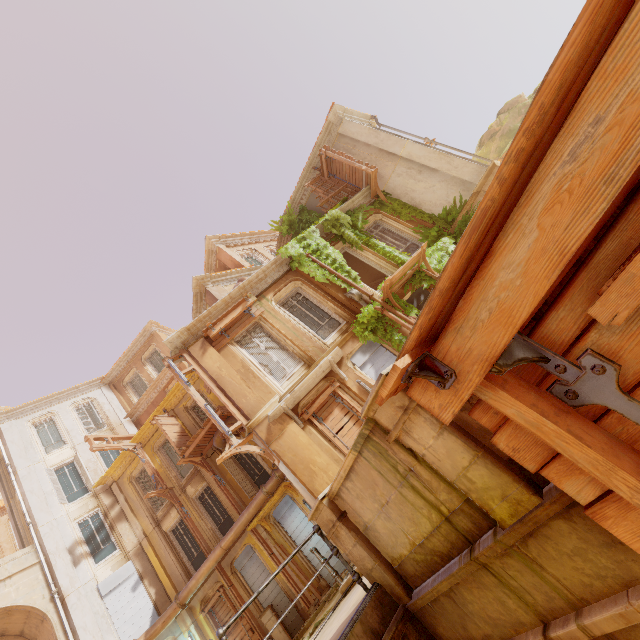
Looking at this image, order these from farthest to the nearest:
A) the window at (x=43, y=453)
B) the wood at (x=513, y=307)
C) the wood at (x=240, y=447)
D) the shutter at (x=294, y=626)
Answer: the window at (x=43, y=453) < the shutter at (x=294, y=626) < the wood at (x=240, y=447) < the wood at (x=513, y=307)

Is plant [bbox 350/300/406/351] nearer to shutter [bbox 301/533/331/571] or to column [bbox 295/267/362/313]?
column [bbox 295/267/362/313]

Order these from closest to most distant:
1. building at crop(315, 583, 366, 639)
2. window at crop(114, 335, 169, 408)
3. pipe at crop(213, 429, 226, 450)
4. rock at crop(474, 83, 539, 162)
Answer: building at crop(315, 583, 366, 639) < pipe at crop(213, 429, 226, 450) < window at crop(114, 335, 169, 408) < rock at crop(474, 83, 539, 162)

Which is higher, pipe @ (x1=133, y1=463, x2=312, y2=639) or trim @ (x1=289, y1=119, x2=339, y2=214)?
trim @ (x1=289, y1=119, x2=339, y2=214)

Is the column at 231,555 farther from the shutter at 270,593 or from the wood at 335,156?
the wood at 335,156

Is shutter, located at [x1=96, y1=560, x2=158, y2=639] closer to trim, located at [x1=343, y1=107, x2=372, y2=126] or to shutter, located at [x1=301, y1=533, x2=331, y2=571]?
shutter, located at [x1=301, y1=533, x2=331, y2=571]

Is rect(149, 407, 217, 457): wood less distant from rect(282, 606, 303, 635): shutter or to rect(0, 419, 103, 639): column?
rect(282, 606, 303, 635): shutter

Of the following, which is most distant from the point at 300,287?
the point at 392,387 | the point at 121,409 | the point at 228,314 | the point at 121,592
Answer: the point at 121,409
